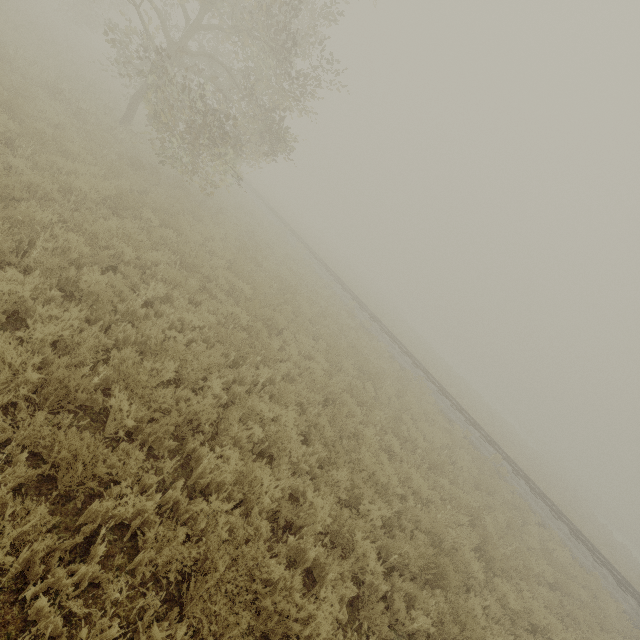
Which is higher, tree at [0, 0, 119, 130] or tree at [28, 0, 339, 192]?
tree at [28, 0, 339, 192]

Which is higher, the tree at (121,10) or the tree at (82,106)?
the tree at (121,10)

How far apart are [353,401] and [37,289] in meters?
7.7 m
